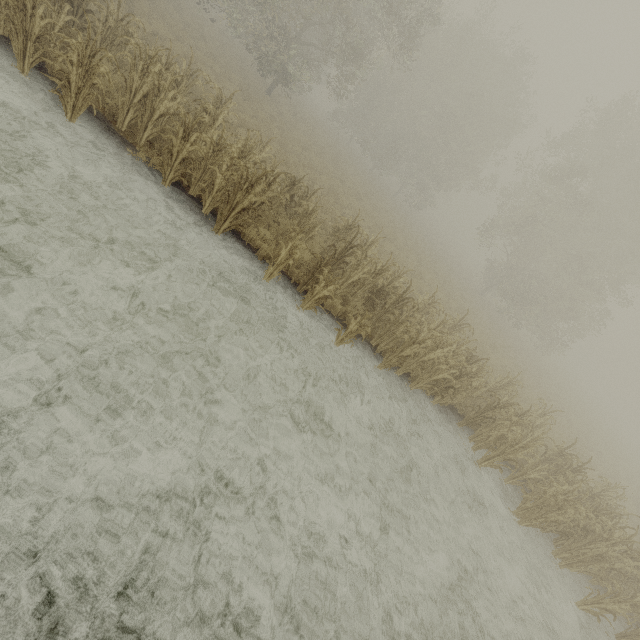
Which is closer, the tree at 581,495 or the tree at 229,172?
the tree at 229,172

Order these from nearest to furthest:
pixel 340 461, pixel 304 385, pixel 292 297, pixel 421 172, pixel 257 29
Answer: pixel 340 461, pixel 304 385, pixel 292 297, pixel 257 29, pixel 421 172

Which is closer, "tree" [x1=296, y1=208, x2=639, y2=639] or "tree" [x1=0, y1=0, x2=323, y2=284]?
"tree" [x1=0, y1=0, x2=323, y2=284]
